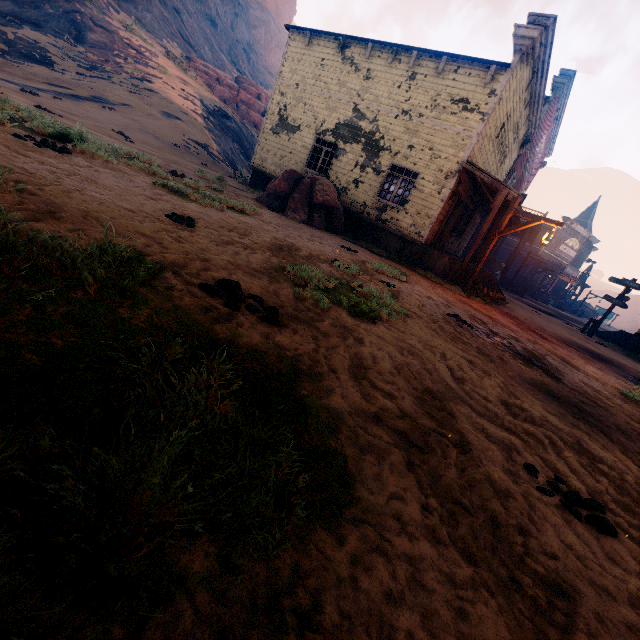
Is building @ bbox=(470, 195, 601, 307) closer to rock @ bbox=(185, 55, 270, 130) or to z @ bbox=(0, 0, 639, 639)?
z @ bbox=(0, 0, 639, 639)

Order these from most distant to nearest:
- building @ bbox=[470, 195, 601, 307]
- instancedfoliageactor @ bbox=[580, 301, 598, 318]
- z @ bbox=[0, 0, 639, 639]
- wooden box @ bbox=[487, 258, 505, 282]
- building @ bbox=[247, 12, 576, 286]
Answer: instancedfoliageactor @ bbox=[580, 301, 598, 318] < wooden box @ bbox=[487, 258, 505, 282] < building @ bbox=[470, 195, 601, 307] < building @ bbox=[247, 12, 576, 286] < z @ bbox=[0, 0, 639, 639]

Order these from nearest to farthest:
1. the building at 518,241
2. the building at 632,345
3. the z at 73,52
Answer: the z at 73,52
the building at 518,241
the building at 632,345

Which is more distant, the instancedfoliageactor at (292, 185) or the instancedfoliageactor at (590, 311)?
the instancedfoliageactor at (590, 311)

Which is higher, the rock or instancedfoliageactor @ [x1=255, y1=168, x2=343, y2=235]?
the rock

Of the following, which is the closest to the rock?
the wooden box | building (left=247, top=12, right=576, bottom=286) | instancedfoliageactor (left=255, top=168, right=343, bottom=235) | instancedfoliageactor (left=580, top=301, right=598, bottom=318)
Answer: building (left=247, top=12, right=576, bottom=286)

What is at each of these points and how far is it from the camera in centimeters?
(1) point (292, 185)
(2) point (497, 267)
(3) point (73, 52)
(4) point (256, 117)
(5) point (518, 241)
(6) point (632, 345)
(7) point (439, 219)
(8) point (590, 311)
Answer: (1) instancedfoliageactor, 1199cm
(2) wooden box, 2227cm
(3) z, 2248cm
(4) rock, 3747cm
(5) building, 3806cm
(6) building, 1680cm
(7) building, 1288cm
(8) instancedfoliageactor, 4516cm

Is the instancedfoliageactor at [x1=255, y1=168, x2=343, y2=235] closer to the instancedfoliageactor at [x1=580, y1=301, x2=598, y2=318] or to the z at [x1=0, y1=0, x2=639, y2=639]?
the z at [x1=0, y1=0, x2=639, y2=639]
